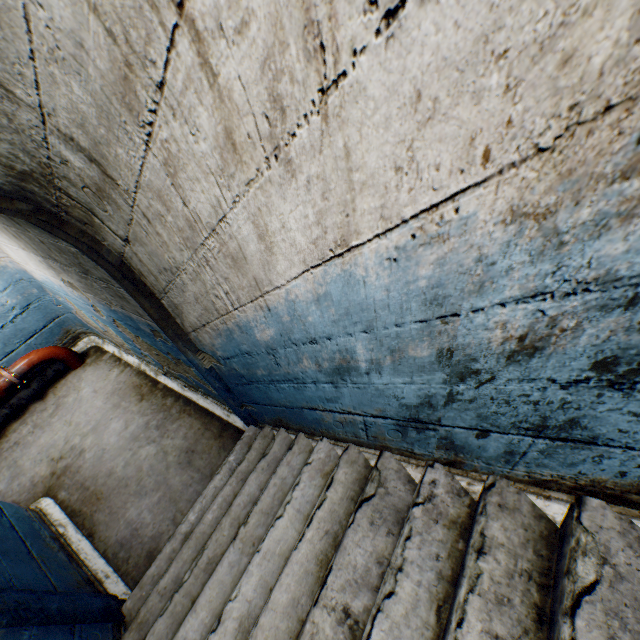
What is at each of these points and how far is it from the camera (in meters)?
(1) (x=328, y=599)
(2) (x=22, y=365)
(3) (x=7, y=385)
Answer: (1) building tunnel, 1.43
(2) pipe, 4.05
(3) valve, 3.96

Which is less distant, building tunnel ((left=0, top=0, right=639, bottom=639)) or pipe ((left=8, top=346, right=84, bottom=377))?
building tunnel ((left=0, top=0, right=639, bottom=639))

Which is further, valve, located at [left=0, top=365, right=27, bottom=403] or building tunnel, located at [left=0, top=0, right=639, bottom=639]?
valve, located at [left=0, top=365, right=27, bottom=403]

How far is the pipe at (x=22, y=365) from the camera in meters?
4.1 m

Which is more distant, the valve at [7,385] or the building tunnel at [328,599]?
the valve at [7,385]

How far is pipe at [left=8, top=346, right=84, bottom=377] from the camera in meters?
4.1
